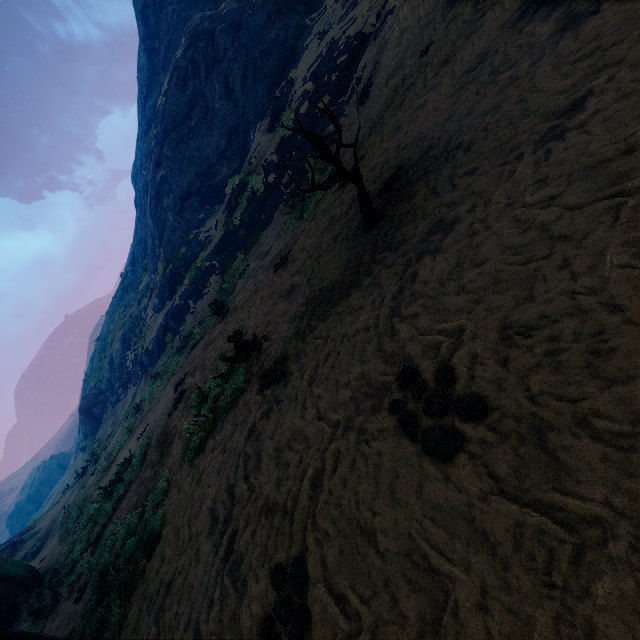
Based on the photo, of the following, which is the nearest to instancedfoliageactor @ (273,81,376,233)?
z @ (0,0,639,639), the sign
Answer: z @ (0,0,639,639)

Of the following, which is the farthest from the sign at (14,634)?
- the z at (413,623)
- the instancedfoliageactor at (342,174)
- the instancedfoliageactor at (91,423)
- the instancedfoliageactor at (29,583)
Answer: the instancedfoliageactor at (91,423)

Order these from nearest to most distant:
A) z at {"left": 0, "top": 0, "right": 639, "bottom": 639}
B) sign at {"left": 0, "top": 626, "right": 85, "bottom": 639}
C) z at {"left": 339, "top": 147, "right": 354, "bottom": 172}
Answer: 1. z at {"left": 0, "top": 0, "right": 639, "bottom": 639}
2. sign at {"left": 0, "top": 626, "right": 85, "bottom": 639}
3. z at {"left": 339, "top": 147, "right": 354, "bottom": 172}

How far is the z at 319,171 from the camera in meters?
10.3 m

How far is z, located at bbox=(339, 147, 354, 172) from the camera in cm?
861

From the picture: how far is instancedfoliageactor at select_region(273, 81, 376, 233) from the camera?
4.3 meters

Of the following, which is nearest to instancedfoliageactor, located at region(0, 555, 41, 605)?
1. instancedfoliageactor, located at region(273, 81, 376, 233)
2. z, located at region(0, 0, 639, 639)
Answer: z, located at region(0, 0, 639, 639)

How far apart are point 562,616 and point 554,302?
1.6m
